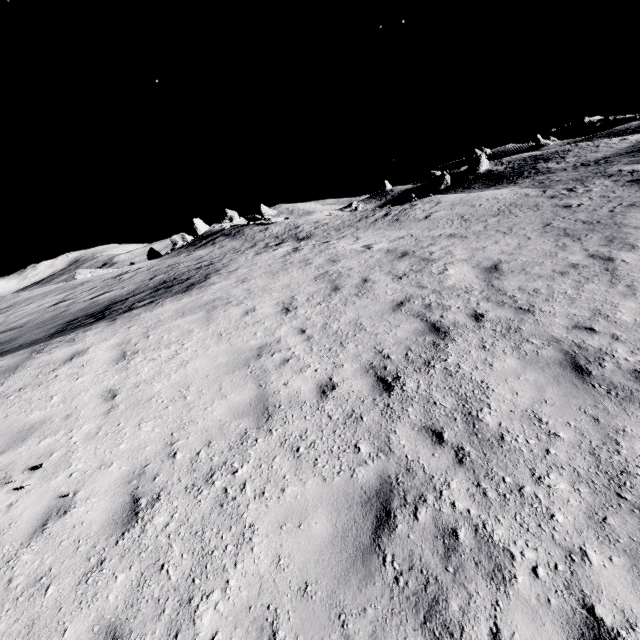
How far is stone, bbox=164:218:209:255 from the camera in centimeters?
4496cm

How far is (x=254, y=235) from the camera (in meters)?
30.16

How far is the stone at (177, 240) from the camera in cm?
4496

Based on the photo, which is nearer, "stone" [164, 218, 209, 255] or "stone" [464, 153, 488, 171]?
"stone" [164, 218, 209, 255]

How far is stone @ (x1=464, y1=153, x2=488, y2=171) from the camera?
55.4 meters

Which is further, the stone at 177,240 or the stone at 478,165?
the stone at 478,165

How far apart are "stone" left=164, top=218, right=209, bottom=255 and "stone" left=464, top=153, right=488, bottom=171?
47.8m
